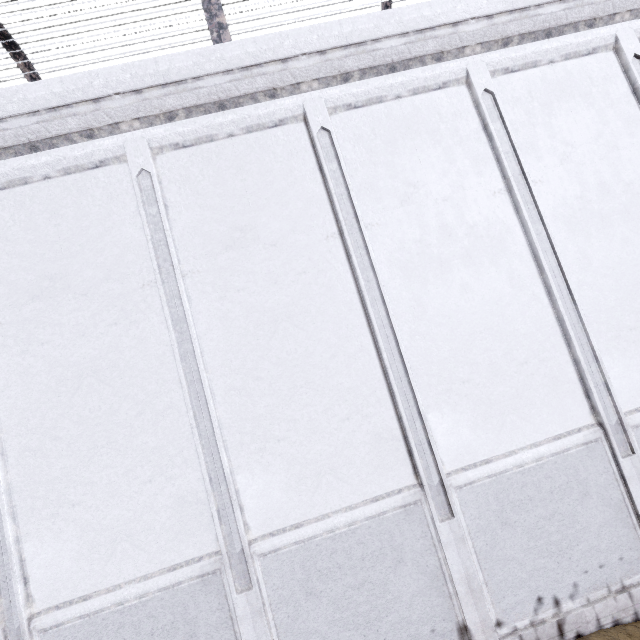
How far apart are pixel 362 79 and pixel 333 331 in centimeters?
365cm
